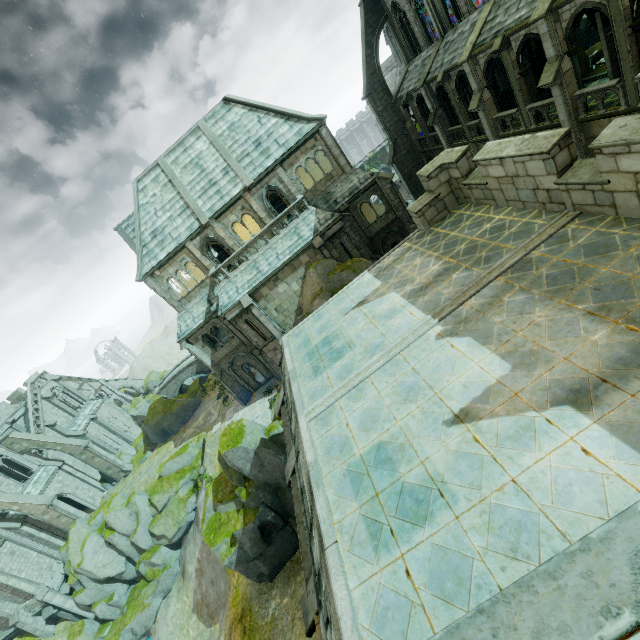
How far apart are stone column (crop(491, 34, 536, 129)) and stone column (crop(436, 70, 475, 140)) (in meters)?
5.15

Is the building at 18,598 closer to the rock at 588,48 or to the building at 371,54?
the building at 371,54

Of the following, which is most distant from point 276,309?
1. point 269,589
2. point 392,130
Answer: point 392,130

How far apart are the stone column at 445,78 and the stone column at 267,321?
21.1 meters

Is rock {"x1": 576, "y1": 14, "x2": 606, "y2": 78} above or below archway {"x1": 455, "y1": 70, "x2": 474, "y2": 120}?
below

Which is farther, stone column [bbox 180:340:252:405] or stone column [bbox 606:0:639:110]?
stone column [bbox 180:340:252:405]

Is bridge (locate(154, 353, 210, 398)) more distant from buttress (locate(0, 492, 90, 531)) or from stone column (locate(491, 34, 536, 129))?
stone column (locate(491, 34, 536, 129))

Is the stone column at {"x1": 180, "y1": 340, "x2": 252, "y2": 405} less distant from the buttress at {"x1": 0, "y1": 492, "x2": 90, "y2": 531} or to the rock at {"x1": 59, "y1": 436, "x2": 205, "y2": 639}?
the rock at {"x1": 59, "y1": 436, "x2": 205, "y2": 639}
